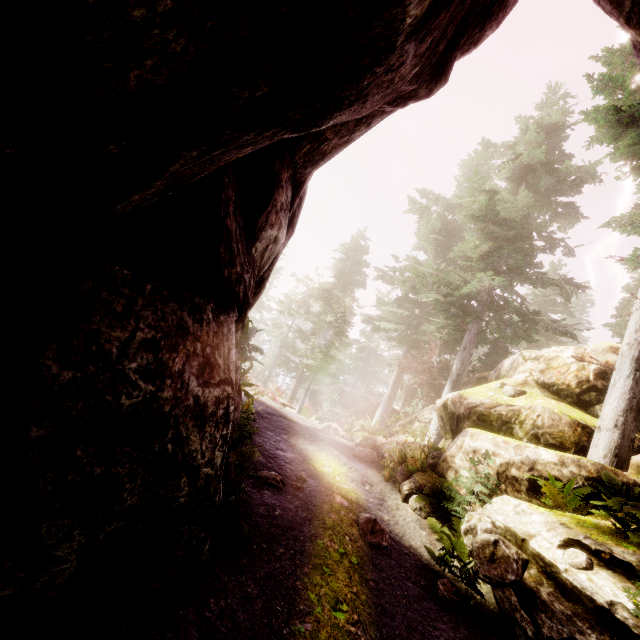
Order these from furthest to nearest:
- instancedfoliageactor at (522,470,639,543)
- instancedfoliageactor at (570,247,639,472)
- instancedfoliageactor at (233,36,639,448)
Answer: instancedfoliageactor at (233,36,639,448) → instancedfoliageactor at (570,247,639,472) → instancedfoliageactor at (522,470,639,543)

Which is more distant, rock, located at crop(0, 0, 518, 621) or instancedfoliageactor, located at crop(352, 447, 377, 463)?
instancedfoliageactor, located at crop(352, 447, 377, 463)

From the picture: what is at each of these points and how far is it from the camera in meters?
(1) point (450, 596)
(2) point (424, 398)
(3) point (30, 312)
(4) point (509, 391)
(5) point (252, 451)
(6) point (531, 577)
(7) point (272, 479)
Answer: (1) instancedfoliageactor, 6.1 m
(2) tree, 21.8 m
(3) rock, 2.4 m
(4) instancedfoliageactor, 11.3 m
(5) instancedfoliageactor, 7.1 m
(6) rock, 5.9 m
(7) instancedfoliageactor, 7.5 m

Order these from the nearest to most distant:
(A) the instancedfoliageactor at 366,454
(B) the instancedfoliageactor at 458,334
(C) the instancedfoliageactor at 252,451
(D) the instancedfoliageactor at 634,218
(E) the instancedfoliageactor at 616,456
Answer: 1. (C) the instancedfoliageactor at 252,451
2. (E) the instancedfoliageactor at 616,456
3. (D) the instancedfoliageactor at 634,218
4. (B) the instancedfoliageactor at 458,334
5. (A) the instancedfoliageactor at 366,454

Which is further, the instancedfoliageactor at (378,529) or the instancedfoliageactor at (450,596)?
the instancedfoliageactor at (378,529)

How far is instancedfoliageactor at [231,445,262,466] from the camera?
6.6 meters
